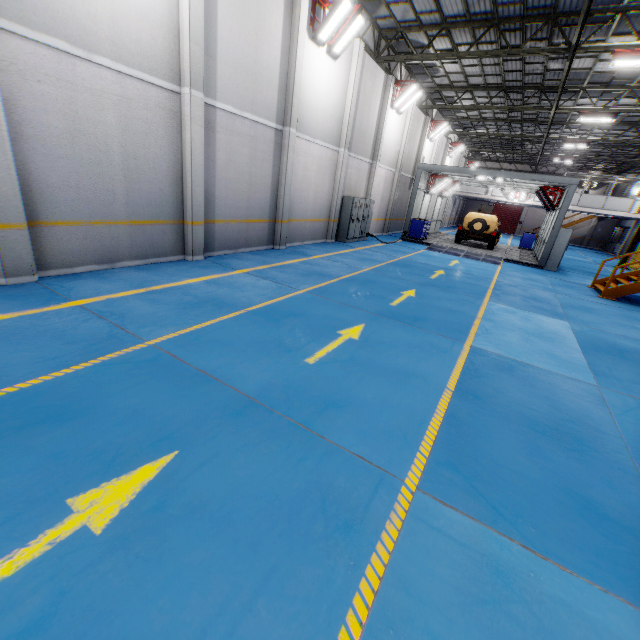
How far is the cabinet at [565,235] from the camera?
16.4m

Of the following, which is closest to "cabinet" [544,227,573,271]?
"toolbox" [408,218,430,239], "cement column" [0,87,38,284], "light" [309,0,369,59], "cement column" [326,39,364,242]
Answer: "toolbox" [408,218,430,239]

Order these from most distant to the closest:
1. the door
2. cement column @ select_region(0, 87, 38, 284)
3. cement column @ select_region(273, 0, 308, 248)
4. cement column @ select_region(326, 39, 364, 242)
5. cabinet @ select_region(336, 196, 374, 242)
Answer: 1. the door
2. cabinet @ select_region(336, 196, 374, 242)
3. cement column @ select_region(326, 39, 364, 242)
4. cement column @ select_region(273, 0, 308, 248)
5. cement column @ select_region(0, 87, 38, 284)

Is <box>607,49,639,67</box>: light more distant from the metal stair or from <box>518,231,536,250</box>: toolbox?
<box>518,231,536,250</box>: toolbox

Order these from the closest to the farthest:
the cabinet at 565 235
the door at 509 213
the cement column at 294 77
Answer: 1. the cement column at 294 77
2. the cabinet at 565 235
3. the door at 509 213

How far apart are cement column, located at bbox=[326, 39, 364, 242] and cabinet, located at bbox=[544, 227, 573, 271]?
11.4m

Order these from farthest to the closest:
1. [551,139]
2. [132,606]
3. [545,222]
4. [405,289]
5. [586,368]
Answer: [551,139]
[545,222]
[405,289]
[586,368]
[132,606]

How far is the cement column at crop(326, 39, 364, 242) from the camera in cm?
1301
